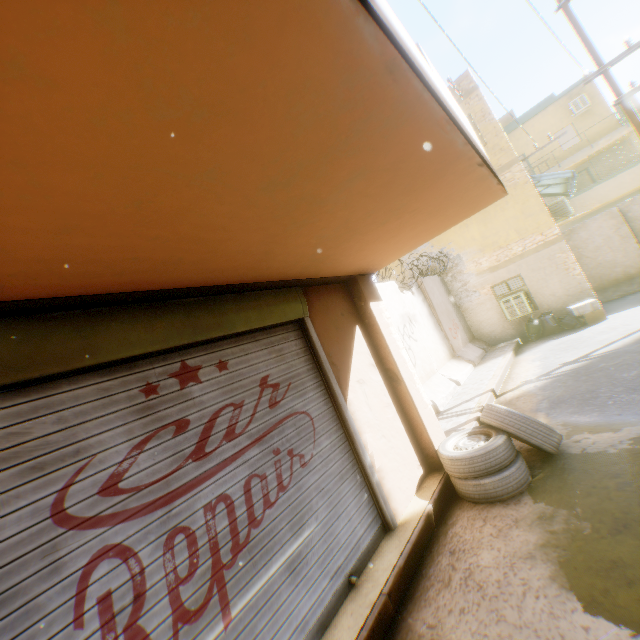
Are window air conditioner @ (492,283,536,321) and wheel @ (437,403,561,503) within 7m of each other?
no

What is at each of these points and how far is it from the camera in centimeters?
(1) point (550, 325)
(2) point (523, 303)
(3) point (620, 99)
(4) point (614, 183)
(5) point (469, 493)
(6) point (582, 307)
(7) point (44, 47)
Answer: (1) trash bag, 1134cm
(2) window air conditioner, 1148cm
(3) electric pole, 873cm
(4) building, 1895cm
(5) wheel, 398cm
(6) cardboard box, 1052cm
(7) balcony, 84cm

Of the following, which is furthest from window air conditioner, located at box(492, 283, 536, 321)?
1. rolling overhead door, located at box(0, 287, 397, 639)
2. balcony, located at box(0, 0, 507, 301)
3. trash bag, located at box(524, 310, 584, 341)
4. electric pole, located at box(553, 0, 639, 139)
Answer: rolling overhead door, located at box(0, 287, 397, 639)

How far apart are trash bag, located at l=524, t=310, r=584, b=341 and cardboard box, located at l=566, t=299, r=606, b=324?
0.1m

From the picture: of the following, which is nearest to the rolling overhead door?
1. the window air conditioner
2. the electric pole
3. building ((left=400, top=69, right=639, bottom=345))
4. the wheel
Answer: building ((left=400, top=69, right=639, bottom=345))

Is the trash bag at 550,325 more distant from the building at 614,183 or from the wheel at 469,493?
the wheel at 469,493

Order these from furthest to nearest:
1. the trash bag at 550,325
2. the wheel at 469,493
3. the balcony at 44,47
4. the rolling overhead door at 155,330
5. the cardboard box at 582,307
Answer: the trash bag at 550,325 < the cardboard box at 582,307 < the wheel at 469,493 < the rolling overhead door at 155,330 < the balcony at 44,47

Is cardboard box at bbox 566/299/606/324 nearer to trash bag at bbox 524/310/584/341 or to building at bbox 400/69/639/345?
trash bag at bbox 524/310/584/341
